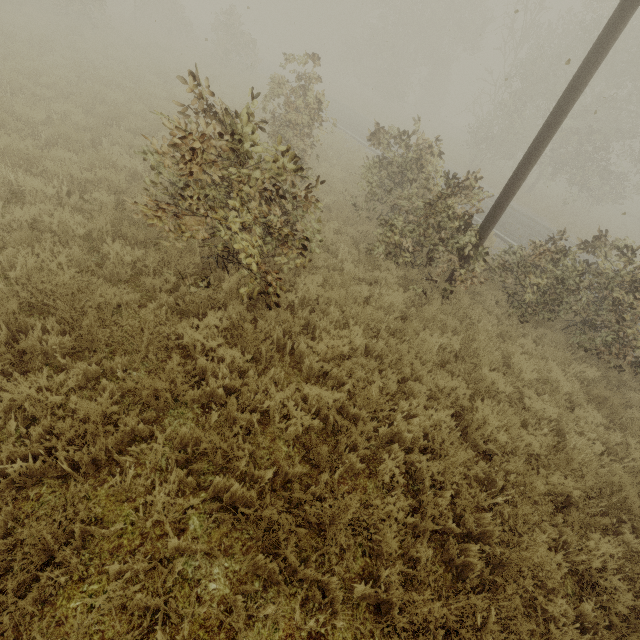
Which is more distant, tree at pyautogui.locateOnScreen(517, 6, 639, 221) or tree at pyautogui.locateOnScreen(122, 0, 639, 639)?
tree at pyautogui.locateOnScreen(517, 6, 639, 221)

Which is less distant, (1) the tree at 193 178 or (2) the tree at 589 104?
(1) the tree at 193 178

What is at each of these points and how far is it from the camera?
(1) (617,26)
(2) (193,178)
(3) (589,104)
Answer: (1) utility pole, 4.50m
(2) tree, 3.76m
(3) tree, 19.28m

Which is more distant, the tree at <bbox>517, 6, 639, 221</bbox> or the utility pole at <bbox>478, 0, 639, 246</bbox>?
the tree at <bbox>517, 6, 639, 221</bbox>

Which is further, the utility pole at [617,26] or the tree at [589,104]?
the tree at [589,104]
